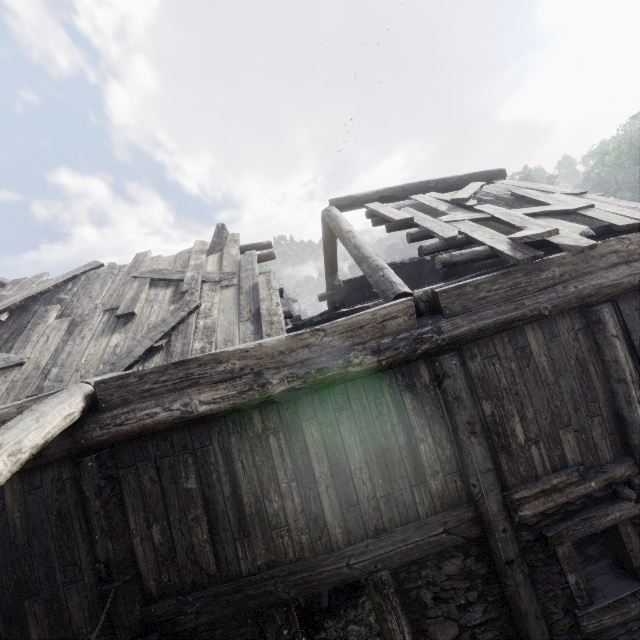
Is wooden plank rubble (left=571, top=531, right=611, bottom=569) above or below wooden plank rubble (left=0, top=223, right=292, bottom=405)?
below

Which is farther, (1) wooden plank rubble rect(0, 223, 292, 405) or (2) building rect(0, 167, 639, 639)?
(1) wooden plank rubble rect(0, 223, 292, 405)

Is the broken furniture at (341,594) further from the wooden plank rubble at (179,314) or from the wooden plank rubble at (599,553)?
the wooden plank rubble at (179,314)

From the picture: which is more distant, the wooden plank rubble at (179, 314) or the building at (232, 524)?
the wooden plank rubble at (179, 314)

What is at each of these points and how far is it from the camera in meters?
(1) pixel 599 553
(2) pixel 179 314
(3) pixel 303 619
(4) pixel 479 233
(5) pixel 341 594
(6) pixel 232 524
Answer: (1) wooden plank rubble, 6.6
(2) wooden plank rubble, 5.9
(3) broken furniture, 6.8
(4) wooden plank rubble, 5.5
(5) broken furniture, 7.3
(6) building, 4.1

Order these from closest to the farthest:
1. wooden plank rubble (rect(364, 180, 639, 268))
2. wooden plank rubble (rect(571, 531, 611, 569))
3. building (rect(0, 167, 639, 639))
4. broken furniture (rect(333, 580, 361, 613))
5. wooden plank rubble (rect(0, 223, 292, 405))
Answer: building (rect(0, 167, 639, 639)) → wooden plank rubble (rect(364, 180, 639, 268)) → wooden plank rubble (rect(0, 223, 292, 405)) → wooden plank rubble (rect(571, 531, 611, 569)) → broken furniture (rect(333, 580, 361, 613))

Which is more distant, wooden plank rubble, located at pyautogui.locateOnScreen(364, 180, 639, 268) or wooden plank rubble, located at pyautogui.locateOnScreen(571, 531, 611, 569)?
wooden plank rubble, located at pyautogui.locateOnScreen(571, 531, 611, 569)

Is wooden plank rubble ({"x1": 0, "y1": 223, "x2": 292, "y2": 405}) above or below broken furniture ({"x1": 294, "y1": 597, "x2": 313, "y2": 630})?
above
